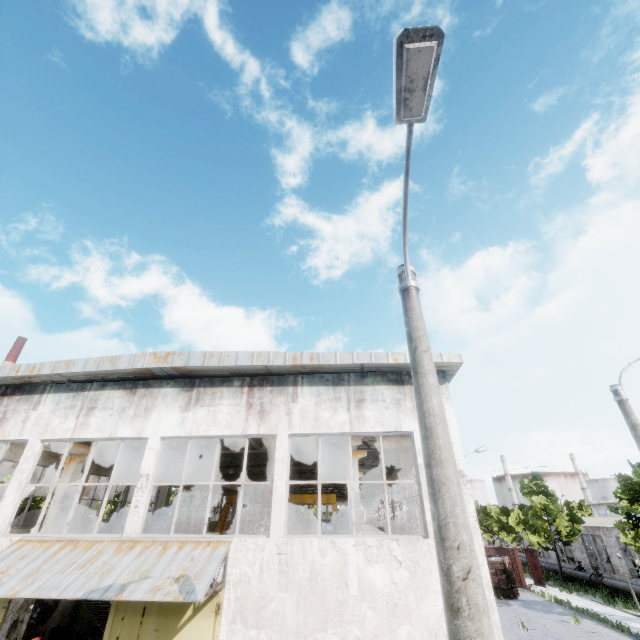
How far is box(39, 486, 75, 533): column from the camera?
12.9 meters

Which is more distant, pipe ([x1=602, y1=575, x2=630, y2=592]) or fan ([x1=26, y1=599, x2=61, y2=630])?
→ pipe ([x1=602, y1=575, x2=630, y2=592])

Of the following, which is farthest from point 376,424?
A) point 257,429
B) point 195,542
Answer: point 195,542

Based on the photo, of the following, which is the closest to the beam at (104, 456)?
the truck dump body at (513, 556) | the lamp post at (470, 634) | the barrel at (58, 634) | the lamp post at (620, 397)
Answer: the barrel at (58, 634)

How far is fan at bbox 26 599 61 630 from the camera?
14.9 meters

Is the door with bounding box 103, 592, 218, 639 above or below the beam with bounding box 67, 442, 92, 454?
below

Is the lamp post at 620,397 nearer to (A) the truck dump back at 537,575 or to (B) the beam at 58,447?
(B) the beam at 58,447

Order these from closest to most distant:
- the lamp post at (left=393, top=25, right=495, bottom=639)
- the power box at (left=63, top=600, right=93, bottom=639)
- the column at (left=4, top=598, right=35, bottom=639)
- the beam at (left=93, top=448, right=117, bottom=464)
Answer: the lamp post at (left=393, top=25, right=495, bottom=639) < the column at (left=4, top=598, right=35, bottom=639) < the beam at (left=93, top=448, right=117, bottom=464) < the power box at (left=63, top=600, right=93, bottom=639)
